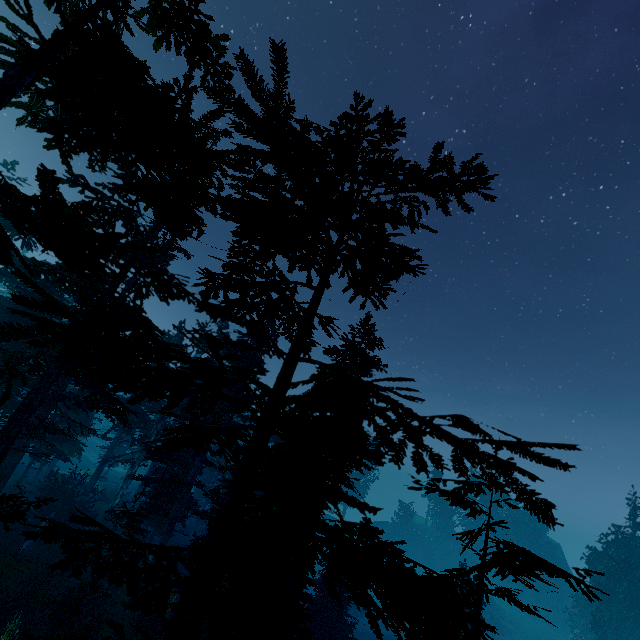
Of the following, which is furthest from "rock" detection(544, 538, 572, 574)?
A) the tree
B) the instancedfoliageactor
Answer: the tree

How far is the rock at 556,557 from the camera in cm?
5638

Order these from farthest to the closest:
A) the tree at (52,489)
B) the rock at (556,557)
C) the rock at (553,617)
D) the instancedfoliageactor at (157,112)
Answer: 1. the rock at (556,557)
2. the rock at (553,617)
3. the tree at (52,489)
4. the instancedfoliageactor at (157,112)

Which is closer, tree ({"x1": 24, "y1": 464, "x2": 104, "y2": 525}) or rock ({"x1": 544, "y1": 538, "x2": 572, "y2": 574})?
tree ({"x1": 24, "y1": 464, "x2": 104, "y2": 525})

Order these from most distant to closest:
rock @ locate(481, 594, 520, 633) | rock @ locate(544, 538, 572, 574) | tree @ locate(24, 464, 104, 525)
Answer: rock @ locate(544, 538, 572, 574) < rock @ locate(481, 594, 520, 633) < tree @ locate(24, 464, 104, 525)

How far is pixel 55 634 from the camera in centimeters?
1317cm

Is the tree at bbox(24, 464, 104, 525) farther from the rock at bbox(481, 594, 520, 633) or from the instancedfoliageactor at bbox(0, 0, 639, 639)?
the rock at bbox(481, 594, 520, 633)
